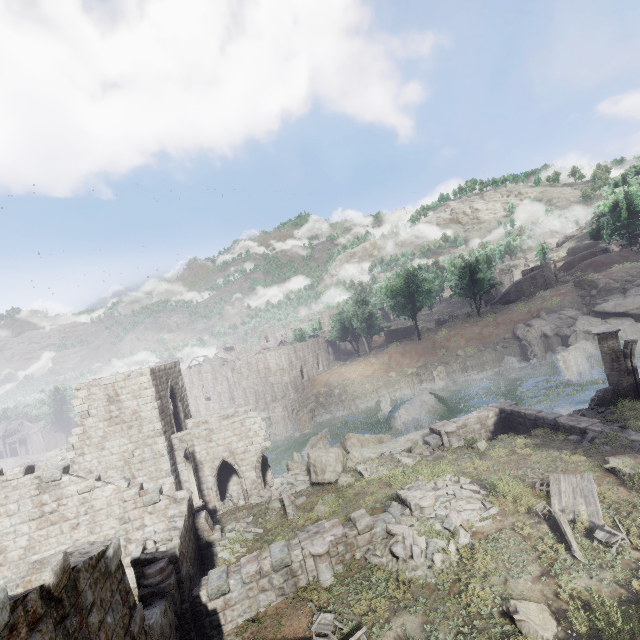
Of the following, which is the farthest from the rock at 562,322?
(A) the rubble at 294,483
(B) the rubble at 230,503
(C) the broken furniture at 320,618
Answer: (B) the rubble at 230,503

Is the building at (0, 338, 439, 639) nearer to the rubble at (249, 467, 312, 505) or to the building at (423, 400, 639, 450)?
the rubble at (249, 467, 312, 505)

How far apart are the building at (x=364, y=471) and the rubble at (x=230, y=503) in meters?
8.6 m

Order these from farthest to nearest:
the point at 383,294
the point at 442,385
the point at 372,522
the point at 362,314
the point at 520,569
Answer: the point at 362,314 < the point at 383,294 < the point at 442,385 < the point at 372,522 < the point at 520,569

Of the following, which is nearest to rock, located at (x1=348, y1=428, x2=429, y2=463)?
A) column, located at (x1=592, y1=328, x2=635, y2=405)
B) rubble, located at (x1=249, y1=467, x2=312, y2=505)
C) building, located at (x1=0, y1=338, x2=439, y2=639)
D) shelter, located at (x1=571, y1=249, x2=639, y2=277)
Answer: rubble, located at (x1=249, y1=467, x2=312, y2=505)

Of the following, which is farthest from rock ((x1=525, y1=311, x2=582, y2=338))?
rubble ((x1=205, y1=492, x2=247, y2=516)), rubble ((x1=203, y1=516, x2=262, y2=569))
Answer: rubble ((x1=205, y1=492, x2=247, y2=516))

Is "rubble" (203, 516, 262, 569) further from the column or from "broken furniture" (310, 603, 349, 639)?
the column

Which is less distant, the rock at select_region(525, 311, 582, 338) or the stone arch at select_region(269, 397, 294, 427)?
the rock at select_region(525, 311, 582, 338)
